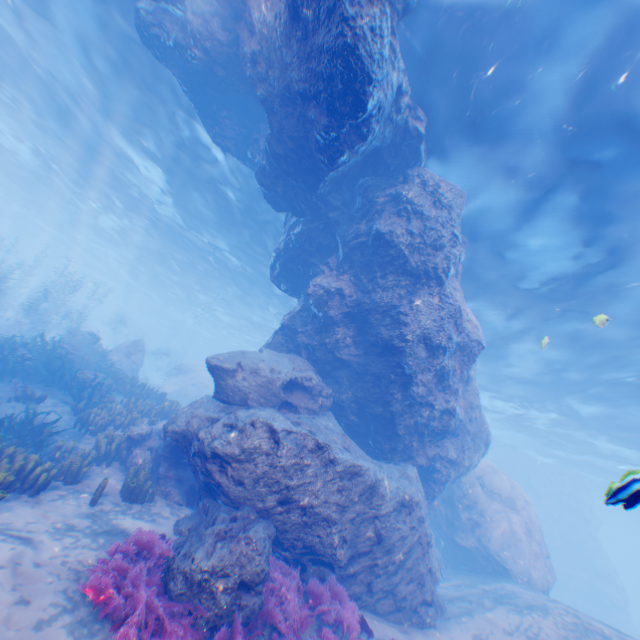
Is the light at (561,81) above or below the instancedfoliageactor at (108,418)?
above

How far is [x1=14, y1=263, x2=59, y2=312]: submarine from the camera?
50.1m

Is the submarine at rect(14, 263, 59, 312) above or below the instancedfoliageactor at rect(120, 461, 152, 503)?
above

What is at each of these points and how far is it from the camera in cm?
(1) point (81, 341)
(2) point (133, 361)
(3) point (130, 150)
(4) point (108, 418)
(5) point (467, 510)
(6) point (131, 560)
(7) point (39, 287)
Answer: (1) rock, 1698
(2) rock, 2294
(3) light, 1756
(4) instancedfoliageactor, 1058
(5) rock, 1515
(6) instancedfoliageactor, 532
(7) submarine, 4241

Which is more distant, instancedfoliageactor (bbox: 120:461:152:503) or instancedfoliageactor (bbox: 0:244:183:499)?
instancedfoliageactor (bbox: 120:461:152:503)

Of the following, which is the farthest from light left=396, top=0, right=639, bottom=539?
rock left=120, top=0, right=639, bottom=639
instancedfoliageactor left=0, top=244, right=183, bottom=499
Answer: instancedfoliageactor left=0, top=244, right=183, bottom=499

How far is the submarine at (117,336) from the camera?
55.5 meters

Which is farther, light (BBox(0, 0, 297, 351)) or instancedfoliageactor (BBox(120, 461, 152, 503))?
light (BBox(0, 0, 297, 351))
